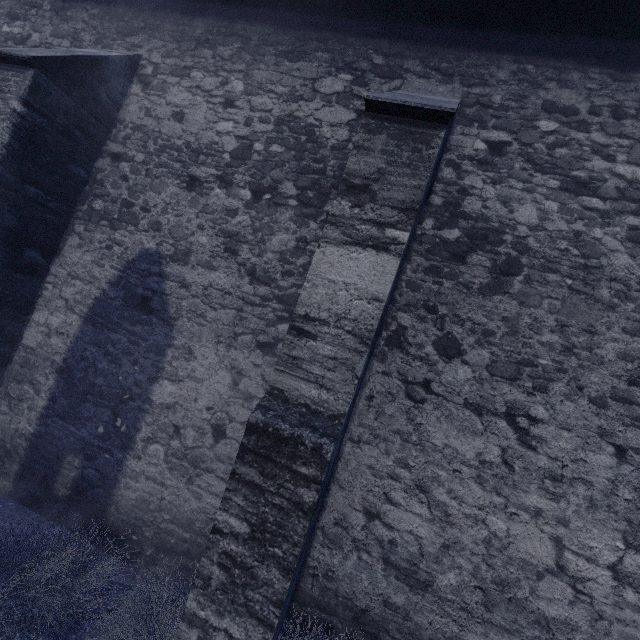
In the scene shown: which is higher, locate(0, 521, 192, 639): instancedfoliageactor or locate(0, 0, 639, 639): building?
locate(0, 0, 639, 639): building

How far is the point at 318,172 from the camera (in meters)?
3.72

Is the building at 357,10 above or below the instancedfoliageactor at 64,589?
above
